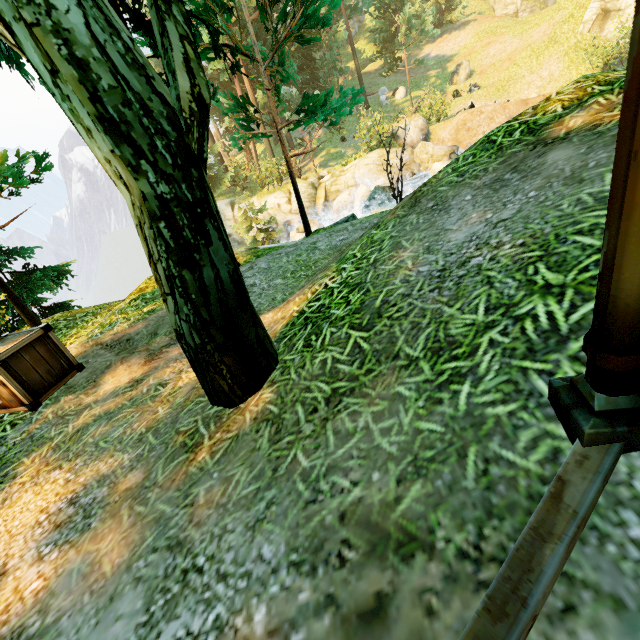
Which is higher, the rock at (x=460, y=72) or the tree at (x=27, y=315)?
the rock at (x=460, y=72)

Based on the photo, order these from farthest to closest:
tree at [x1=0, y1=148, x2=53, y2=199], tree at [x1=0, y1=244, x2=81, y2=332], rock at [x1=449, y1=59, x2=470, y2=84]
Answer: rock at [x1=449, y1=59, x2=470, y2=84] < tree at [x1=0, y1=244, x2=81, y2=332] < tree at [x1=0, y1=148, x2=53, y2=199]

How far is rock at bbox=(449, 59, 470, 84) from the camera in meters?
26.4

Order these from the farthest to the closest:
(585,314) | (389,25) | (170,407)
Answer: (389,25)
(170,407)
(585,314)

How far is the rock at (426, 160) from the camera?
18.4 meters

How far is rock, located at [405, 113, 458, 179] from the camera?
18.4m

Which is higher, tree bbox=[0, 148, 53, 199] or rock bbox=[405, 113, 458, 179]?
tree bbox=[0, 148, 53, 199]
